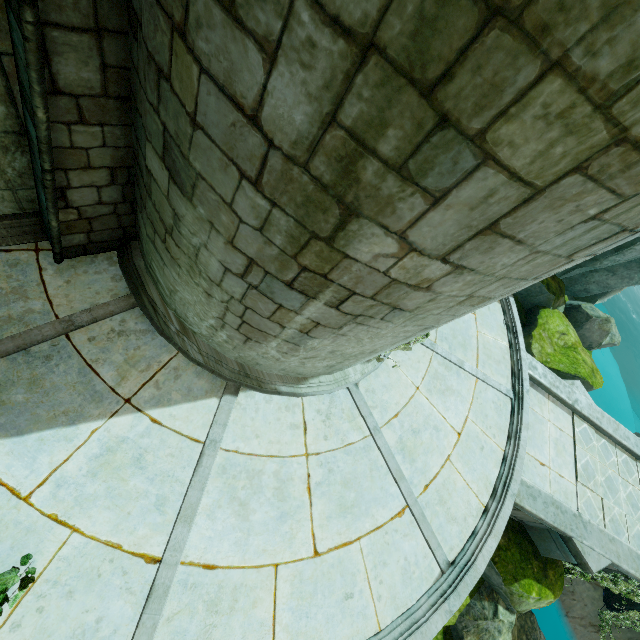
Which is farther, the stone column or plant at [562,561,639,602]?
plant at [562,561,639,602]

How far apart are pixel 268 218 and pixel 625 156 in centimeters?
215cm

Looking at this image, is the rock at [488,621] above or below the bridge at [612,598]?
above

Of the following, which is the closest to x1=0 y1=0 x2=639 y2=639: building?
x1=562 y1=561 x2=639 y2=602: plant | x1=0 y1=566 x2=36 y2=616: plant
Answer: x1=0 y1=566 x2=36 y2=616: plant

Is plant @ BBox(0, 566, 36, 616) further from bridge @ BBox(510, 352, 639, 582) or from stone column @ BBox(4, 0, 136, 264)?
bridge @ BBox(510, 352, 639, 582)

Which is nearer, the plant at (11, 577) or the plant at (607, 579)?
the plant at (11, 577)

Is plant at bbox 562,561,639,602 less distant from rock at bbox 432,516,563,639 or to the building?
rock at bbox 432,516,563,639

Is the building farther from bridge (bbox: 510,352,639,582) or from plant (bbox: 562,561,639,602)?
plant (bbox: 562,561,639,602)
